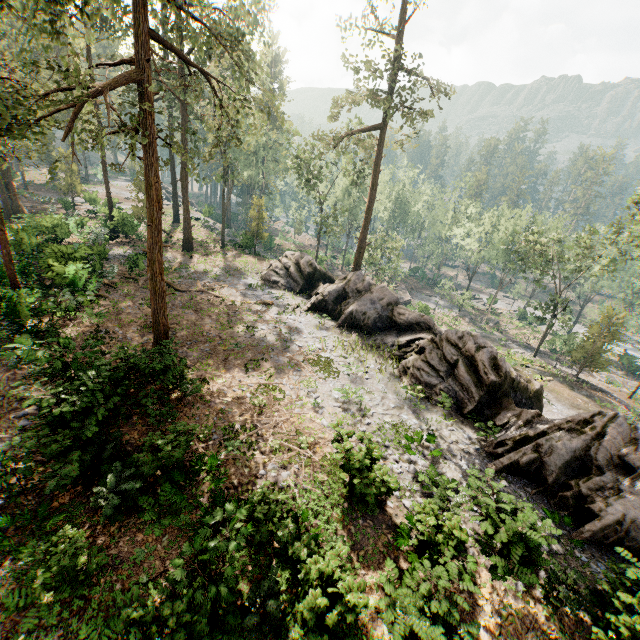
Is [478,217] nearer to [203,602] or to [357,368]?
[357,368]

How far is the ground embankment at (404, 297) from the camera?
53.44m

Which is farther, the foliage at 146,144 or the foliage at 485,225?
the foliage at 485,225

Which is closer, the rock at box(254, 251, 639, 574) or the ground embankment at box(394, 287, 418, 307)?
the rock at box(254, 251, 639, 574)

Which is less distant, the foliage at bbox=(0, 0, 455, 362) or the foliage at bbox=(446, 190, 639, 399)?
the foliage at bbox=(0, 0, 455, 362)

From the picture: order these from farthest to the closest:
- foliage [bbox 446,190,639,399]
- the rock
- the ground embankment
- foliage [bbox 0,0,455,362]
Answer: the ground embankment → foliage [bbox 446,190,639,399] → the rock → foliage [bbox 0,0,455,362]

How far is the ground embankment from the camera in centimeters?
5344cm

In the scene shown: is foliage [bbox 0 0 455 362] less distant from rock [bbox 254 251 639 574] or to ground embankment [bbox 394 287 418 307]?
rock [bbox 254 251 639 574]
